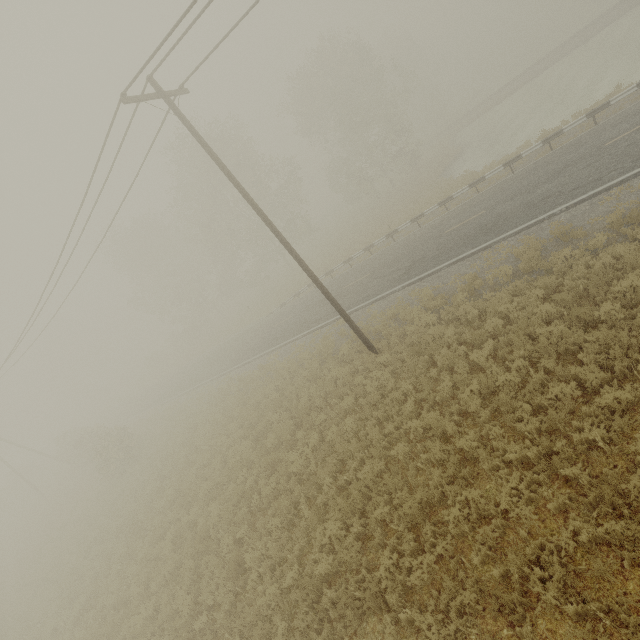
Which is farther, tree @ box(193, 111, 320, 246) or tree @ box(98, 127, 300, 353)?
tree @ box(98, 127, 300, 353)

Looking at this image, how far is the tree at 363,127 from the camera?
31.5 meters

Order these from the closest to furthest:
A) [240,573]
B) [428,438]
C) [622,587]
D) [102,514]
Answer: [622,587]
[428,438]
[240,573]
[102,514]

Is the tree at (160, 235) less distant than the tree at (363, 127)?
No

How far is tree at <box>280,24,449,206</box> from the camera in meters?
31.5
